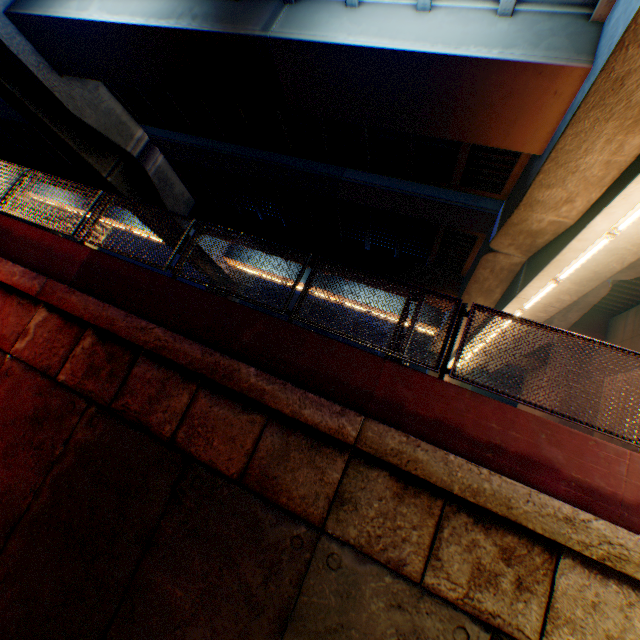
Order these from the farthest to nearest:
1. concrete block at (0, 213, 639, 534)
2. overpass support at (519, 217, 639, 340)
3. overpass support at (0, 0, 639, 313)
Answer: overpass support at (519, 217, 639, 340), overpass support at (0, 0, 639, 313), concrete block at (0, 213, 639, 534)

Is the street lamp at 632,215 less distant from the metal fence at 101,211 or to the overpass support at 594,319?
the overpass support at 594,319

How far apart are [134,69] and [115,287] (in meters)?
9.83

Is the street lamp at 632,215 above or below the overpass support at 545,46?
below

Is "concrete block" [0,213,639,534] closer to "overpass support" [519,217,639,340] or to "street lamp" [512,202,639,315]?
"overpass support" [519,217,639,340]

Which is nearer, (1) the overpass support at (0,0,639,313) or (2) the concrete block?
(2) the concrete block

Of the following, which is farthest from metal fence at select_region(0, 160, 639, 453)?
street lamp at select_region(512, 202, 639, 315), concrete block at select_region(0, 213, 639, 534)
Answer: street lamp at select_region(512, 202, 639, 315)
